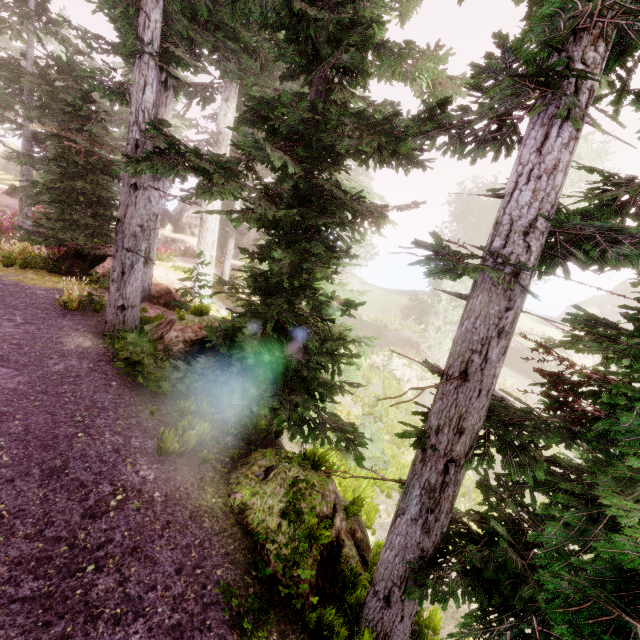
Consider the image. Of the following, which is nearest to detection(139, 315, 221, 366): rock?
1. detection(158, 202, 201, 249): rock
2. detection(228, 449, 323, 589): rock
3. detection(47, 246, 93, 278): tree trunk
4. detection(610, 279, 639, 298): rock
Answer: detection(228, 449, 323, 589): rock

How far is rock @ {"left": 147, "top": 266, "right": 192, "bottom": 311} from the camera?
12.4 meters

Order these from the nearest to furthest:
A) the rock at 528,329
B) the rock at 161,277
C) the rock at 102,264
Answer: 1. the rock at 102,264
2. the rock at 161,277
3. the rock at 528,329

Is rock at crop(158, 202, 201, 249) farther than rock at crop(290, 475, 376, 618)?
Yes

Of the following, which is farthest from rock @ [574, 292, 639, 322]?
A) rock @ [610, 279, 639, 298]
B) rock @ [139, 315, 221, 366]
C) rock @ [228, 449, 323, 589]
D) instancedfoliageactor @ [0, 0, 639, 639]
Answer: rock @ [228, 449, 323, 589]

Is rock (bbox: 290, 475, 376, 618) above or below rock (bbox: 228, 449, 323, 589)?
below

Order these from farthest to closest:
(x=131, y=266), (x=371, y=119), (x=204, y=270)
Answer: (x=204, y=270), (x=131, y=266), (x=371, y=119)

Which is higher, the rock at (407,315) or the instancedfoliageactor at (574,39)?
the instancedfoliageactor at (574,39)
